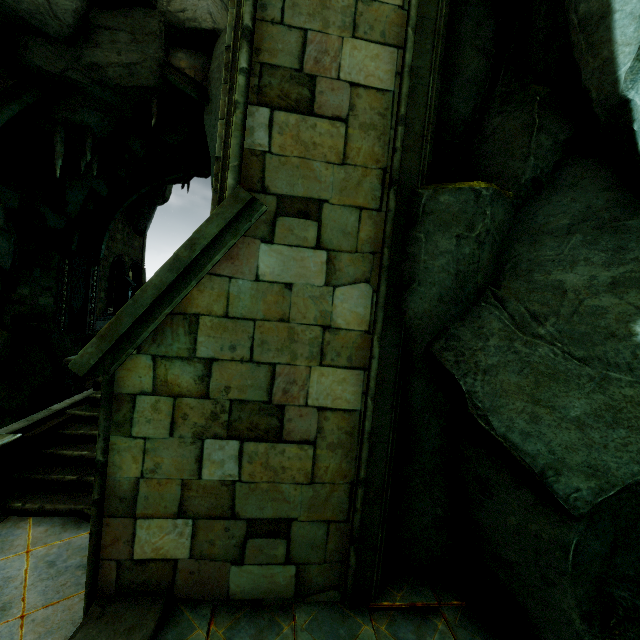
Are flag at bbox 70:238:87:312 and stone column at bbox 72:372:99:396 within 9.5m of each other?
no

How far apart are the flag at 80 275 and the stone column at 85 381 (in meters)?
14.68

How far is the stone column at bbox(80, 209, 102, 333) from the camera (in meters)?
21.62

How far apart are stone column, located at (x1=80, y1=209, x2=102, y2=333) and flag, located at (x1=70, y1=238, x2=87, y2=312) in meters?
0.1

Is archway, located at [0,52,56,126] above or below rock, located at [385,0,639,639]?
above

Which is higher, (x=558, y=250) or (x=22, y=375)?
(x=558, y=250)

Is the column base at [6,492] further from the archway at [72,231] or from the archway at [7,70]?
the archway at [72,231]

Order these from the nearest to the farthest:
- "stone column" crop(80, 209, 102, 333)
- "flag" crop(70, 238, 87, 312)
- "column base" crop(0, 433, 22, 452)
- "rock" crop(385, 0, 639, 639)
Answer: "rock" crop(385, 0, 639, 639) → "column base" crop(0, 433, 22, 452) → "flag" crop(70, 238, 87, 312) → "stone column" crop(80, 209, 102, 333)
